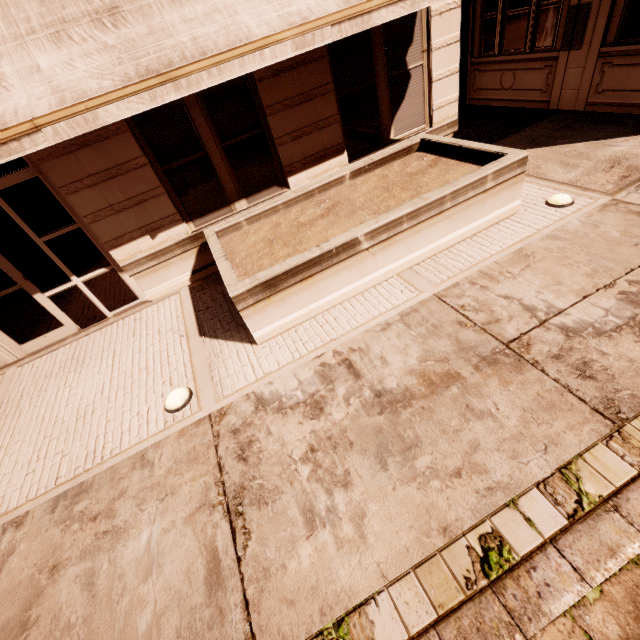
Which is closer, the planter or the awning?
the awning

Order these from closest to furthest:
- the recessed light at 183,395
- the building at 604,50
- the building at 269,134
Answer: the recessed light at 183,395 < the building at 269,134 < the building at 604,50

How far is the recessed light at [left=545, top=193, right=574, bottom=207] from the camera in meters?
5.3 m

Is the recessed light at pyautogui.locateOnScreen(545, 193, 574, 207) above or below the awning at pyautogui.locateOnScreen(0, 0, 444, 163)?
below

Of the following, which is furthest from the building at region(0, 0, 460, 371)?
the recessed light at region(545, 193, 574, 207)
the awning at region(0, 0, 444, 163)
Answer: the recessed light at region(545, 193, 574, 207)

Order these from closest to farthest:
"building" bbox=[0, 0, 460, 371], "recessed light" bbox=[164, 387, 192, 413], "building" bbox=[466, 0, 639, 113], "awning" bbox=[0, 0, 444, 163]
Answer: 1. "awning" bbox=[0, 0, 444, 163]
2. "recessed light" bbox=[164, 387, 192, 413]
3. "building" bbox=[0, 0, 460, 371]
4. "building" bbox=[466, 0, 639, 113]

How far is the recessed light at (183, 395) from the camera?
4.28m

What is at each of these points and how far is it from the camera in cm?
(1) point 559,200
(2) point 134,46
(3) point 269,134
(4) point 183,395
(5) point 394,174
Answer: (1) recessed light, 535
(2) awning, 371
(3) building, 589
(4) recessed light, 435
(5) planter, 616
